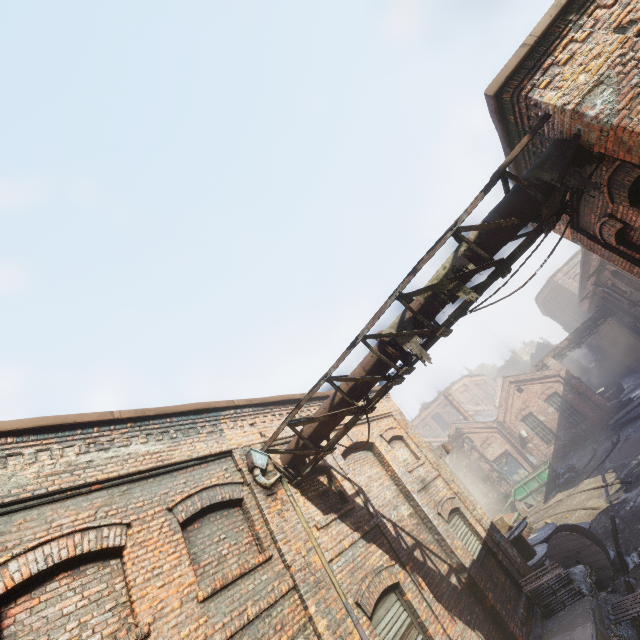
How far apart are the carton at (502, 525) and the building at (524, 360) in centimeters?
5128cm

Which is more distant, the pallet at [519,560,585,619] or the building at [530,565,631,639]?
the pallet at [519,560,585,619]

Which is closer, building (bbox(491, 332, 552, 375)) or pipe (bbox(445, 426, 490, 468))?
pipe (bbox(445, 426, 490, 468))

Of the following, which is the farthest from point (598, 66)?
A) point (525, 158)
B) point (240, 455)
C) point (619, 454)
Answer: point (619, 454)

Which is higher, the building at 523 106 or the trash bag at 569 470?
the building at 523 106

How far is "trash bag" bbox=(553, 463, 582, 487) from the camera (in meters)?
20.08

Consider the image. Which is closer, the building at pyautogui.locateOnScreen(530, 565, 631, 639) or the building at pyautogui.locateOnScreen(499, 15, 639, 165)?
the building at pyautogui.locateOnScreen(499, 15, 639, 165)

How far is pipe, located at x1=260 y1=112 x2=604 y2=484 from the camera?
4.62m
